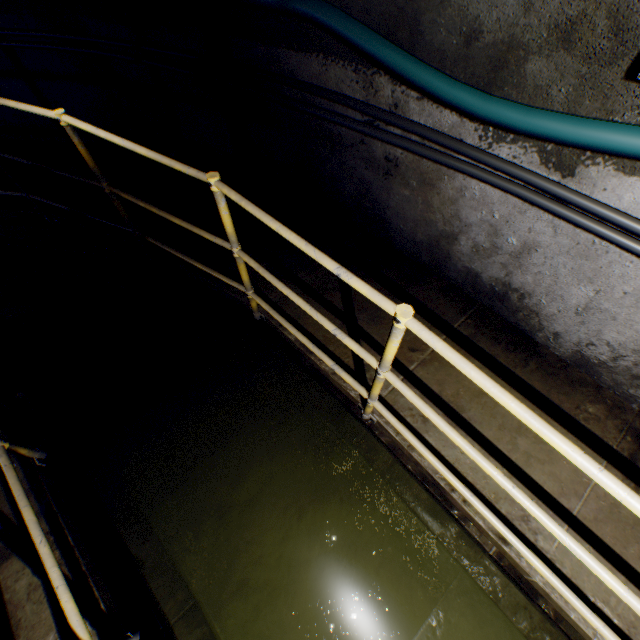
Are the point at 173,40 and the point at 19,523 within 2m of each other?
no

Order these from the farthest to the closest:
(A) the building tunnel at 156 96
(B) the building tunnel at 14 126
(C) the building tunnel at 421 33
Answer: (B) the building tunnel at 14 126, (A) the building tunnel at 156 96, (C) the building tunnel at 421 33

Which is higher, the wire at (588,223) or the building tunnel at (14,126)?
the wire at (588,223)

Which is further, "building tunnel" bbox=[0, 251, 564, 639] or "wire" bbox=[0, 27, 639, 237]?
"building tunnel" bbox=[0, 251, 564, 639]

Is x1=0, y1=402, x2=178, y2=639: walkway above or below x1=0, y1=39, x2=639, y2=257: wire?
below

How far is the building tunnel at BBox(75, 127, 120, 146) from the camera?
4.0 meters

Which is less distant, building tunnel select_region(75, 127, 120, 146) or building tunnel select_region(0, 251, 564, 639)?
building tunnel select_region(0, 251, 564, 639)

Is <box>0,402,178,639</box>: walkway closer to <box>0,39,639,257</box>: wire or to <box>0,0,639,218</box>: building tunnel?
<box>0,0,639,218</box>: building tunnel
